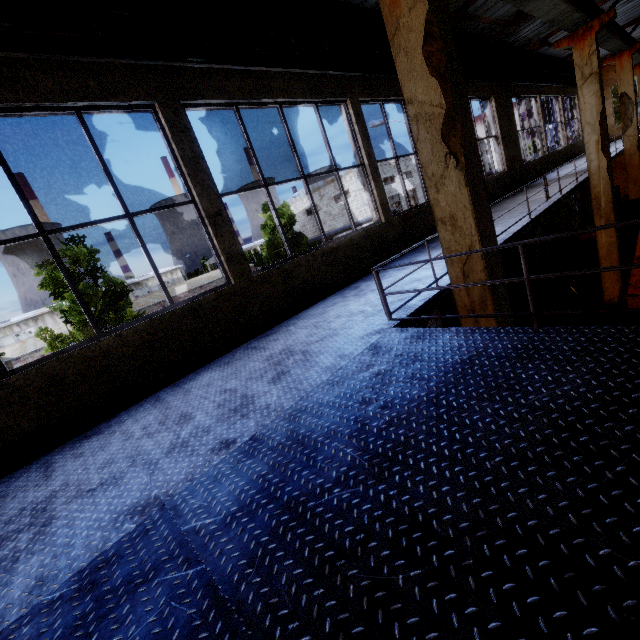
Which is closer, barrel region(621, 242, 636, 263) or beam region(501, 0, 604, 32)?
beam region(501, 0, 604, 32)

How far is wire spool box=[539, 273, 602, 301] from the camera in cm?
1092

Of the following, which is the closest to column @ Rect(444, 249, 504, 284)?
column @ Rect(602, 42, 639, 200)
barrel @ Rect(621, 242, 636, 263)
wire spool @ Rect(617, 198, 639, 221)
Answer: barrel @ Rect(621, 242, 636, 263)

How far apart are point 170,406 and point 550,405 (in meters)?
3.47

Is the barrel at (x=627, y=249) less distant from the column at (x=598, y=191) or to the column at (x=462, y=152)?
the column at (x=598, y=191)

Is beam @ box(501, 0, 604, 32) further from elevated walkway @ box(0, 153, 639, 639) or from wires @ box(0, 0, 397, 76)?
elevated walkway @ box(0, 153, 639, 639)

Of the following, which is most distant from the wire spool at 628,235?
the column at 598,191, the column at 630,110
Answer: the column at 598,191

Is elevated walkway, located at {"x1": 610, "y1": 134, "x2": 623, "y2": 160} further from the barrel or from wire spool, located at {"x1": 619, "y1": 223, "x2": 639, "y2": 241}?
the barrel
